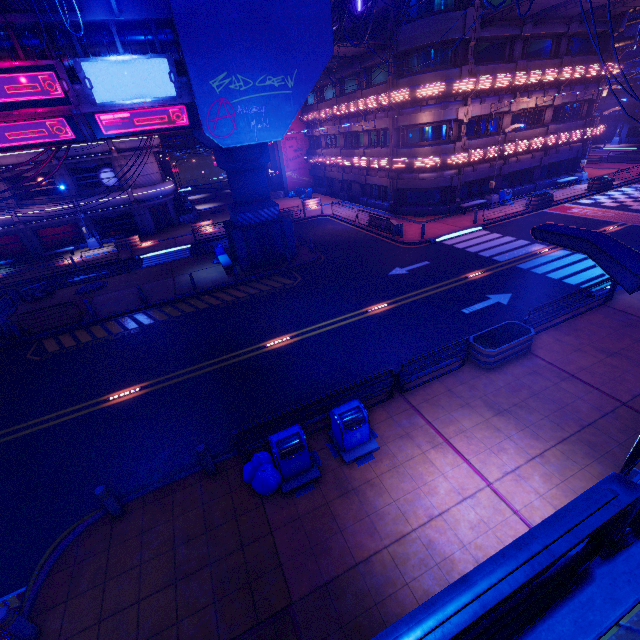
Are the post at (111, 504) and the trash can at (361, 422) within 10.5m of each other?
yes

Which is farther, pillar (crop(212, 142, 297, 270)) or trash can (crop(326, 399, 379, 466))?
pillar (crop(212, 142, 297, 270))

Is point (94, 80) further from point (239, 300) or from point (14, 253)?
point (14, 253)

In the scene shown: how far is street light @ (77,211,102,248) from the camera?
31.0m

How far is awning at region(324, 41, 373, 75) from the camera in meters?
23.8 m

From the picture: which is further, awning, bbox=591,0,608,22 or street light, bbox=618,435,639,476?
awning, bbox=591,0,608,22

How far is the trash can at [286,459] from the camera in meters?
7.8

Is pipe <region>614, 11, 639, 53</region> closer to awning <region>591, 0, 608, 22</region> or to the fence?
awning <region>591, 0, 608, 22</region>
